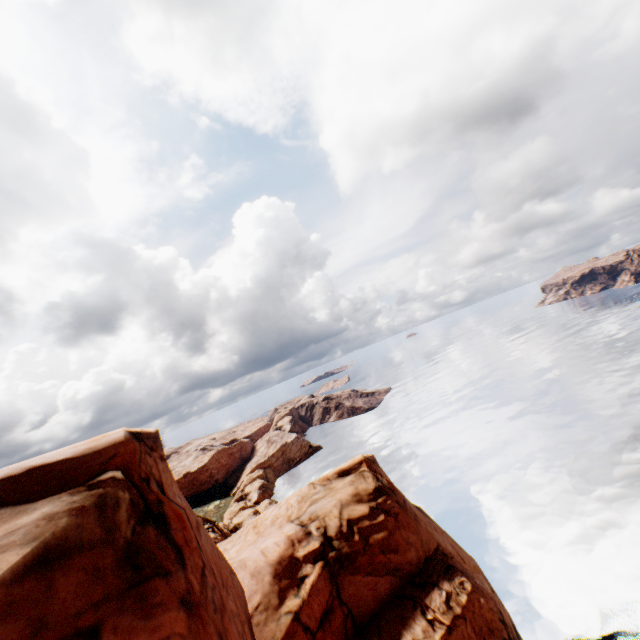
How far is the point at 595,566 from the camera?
29.5 meters
